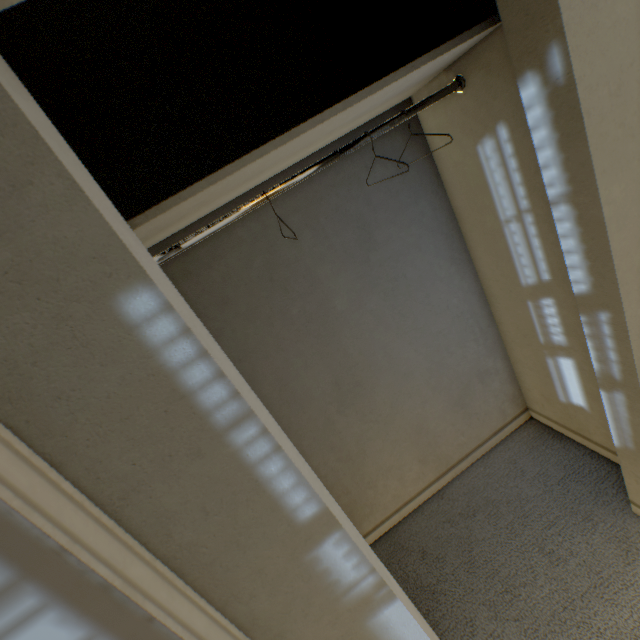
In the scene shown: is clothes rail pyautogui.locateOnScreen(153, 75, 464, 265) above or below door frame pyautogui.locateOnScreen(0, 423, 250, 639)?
above

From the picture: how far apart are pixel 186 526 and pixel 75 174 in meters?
0.6

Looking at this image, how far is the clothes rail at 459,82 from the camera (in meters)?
0.91

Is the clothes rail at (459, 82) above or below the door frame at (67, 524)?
above

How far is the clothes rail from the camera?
0.9m
